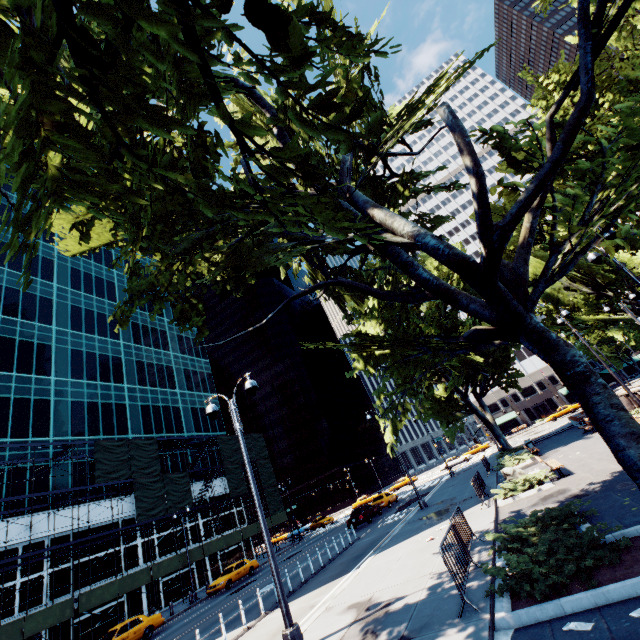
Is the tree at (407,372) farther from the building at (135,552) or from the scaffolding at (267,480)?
the building at (135,552)

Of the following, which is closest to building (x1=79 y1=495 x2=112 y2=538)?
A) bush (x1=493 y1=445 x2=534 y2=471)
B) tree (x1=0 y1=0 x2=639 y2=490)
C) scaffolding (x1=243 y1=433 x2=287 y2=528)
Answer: scaffolding (x1=243 y1=433 x2=287 y2=528)

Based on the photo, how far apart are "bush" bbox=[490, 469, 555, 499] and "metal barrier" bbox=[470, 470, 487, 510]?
0.35m

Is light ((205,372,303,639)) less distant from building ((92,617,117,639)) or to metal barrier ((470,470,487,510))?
metal barrier ((470,470,487,510))

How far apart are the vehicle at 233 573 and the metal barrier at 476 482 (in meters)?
23.72

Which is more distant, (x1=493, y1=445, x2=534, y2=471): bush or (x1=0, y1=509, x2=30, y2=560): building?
(x1=0, y1=509, x2=30, y2=560): building

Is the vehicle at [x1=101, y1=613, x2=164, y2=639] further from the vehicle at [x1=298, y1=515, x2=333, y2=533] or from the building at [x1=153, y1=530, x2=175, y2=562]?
the vehicle at [x1=298, y1=515, x2=333, y2=533]

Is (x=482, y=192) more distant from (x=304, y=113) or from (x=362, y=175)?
(x=362, y=175)
